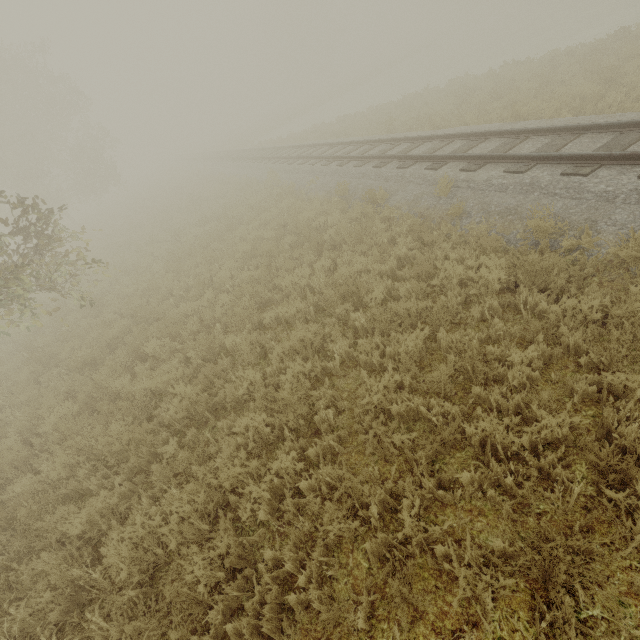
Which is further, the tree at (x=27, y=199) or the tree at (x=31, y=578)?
the tree at (x=27, y=199)

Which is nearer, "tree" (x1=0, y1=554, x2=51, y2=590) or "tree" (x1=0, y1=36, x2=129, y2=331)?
"tree" (x1=0, y1=554, x2=51, y2=590)

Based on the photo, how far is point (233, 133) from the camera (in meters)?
54.12

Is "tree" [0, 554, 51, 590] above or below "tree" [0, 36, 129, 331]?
below

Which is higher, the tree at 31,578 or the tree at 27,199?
the tree at 27,199
